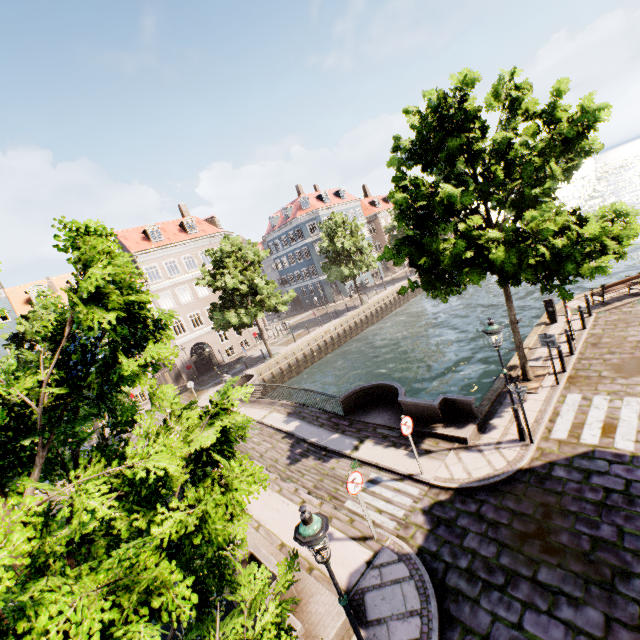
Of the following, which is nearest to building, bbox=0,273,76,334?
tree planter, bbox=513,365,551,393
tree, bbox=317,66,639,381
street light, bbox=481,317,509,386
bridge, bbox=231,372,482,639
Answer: tree, bbox=317,66,639,381

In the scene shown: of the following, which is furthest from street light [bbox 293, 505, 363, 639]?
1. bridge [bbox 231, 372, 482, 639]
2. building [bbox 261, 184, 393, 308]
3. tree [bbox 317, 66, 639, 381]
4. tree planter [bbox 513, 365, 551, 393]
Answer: building [bbox 261, 184, 393, 308]

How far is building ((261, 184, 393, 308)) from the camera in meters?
48.3

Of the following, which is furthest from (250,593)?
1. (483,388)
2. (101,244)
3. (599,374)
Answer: (483,388)

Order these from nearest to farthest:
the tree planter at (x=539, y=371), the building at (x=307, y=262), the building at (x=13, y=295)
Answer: the tree planter at (x=539, y=371), the building at (x=13, y=295), the building at (x=307, y=262)

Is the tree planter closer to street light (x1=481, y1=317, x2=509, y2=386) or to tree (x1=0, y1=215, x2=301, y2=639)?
tree (x1=0, y1=215, x2=301, y2=639)

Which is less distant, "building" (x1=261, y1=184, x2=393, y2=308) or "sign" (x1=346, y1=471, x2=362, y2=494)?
"sign" (x1=346, y1=471, x2=362, y2=494)

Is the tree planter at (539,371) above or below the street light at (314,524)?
below
